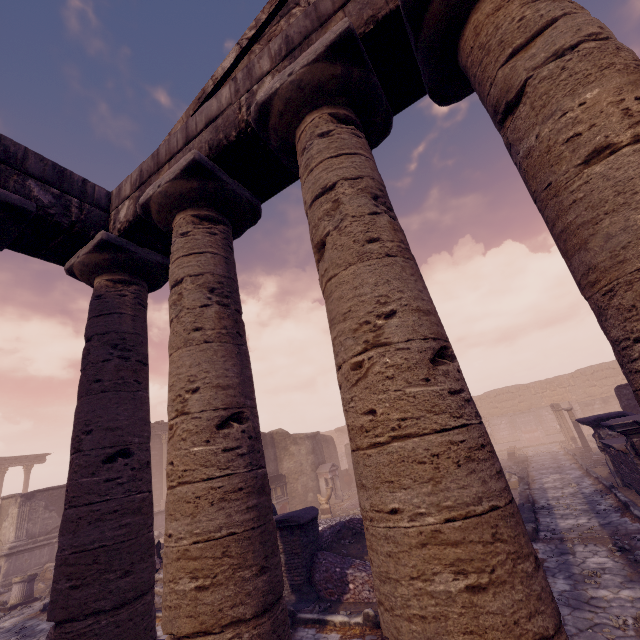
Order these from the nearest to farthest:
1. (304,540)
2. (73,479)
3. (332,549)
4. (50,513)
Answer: (73,479) < (304,540) < (332,549) < (50,513)

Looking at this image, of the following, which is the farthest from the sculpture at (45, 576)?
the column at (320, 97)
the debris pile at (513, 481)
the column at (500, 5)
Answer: the column at (500, 5)

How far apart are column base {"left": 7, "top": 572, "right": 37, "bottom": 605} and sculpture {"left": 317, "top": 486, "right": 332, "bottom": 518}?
11.2m

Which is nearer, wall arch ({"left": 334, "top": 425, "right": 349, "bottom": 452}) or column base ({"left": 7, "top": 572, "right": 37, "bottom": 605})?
column base ({"left": 7, "top": 572, "right": 37, "bottom": 605})

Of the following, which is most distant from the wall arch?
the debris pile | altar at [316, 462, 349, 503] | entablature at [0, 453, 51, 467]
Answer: entablature at [0, 453, 51, 467]

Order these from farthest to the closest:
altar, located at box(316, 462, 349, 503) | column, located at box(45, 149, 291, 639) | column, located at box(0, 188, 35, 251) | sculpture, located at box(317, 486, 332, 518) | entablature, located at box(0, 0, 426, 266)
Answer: altar, located at box(316, 462, 349, 503)
sculpture, located at box(317, 486, 332, 518)
column, located at box(0, 188, 35, 251)
entablature, located at box(0, 0, 426, 266)
column, located at box(45, 149, 291, 639)

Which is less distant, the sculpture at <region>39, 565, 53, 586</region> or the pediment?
the pediment

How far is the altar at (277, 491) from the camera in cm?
1662
